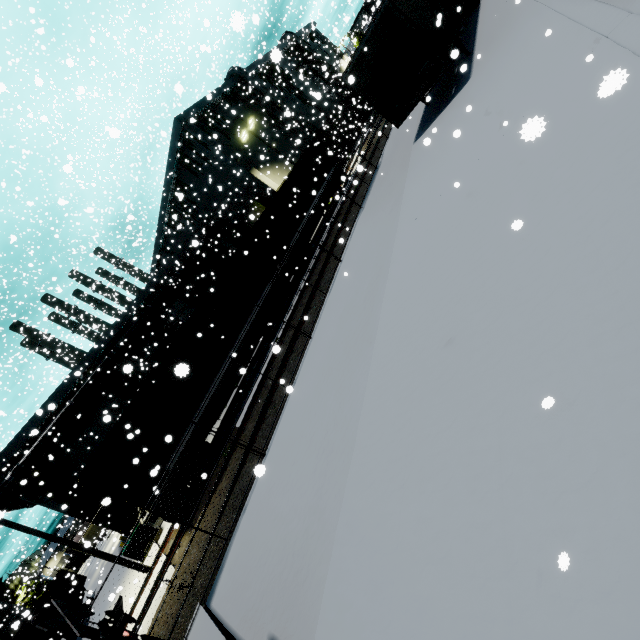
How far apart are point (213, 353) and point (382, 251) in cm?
908

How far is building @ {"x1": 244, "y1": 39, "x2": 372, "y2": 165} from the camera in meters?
34.9 m

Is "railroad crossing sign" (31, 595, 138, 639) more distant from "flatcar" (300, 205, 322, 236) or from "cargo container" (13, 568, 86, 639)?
"flatcar" (300, 205, 322, 236)

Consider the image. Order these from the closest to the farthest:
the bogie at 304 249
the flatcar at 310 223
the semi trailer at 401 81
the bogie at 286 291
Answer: the semi trailer at 401 81
the bogie at 286 291
the bogie at 304 249
the flatcar at 310 223

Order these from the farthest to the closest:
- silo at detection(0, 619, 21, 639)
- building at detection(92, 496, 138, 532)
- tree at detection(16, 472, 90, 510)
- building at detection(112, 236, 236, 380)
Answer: building at detection(112, 236, 236, 380)
building at detection(92, 496, 138, 532)
tree at detection(16, 472, 90, 510)
silo at detection(0, 619, 21, 639)

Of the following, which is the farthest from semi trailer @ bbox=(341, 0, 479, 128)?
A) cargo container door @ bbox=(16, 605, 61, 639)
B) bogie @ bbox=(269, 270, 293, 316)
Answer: cargo container door @ bbox=(16, 605, 61, 639)

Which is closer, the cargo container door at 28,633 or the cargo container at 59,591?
the cargo container door at 28,633

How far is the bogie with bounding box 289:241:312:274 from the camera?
19.4 meters
